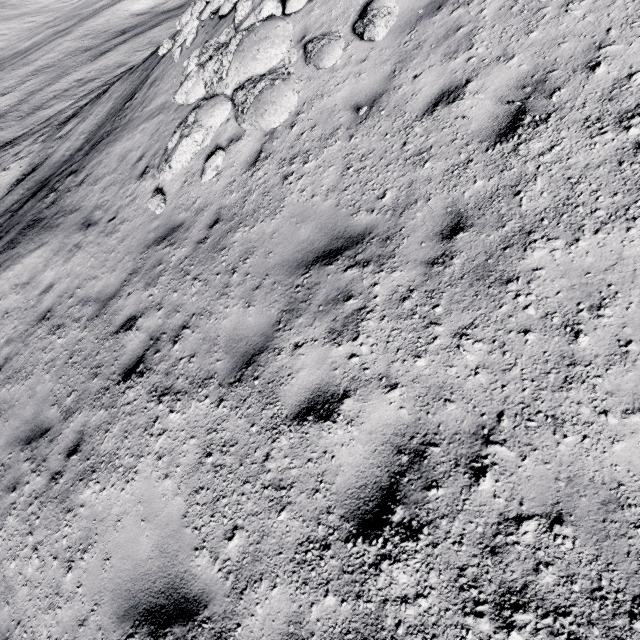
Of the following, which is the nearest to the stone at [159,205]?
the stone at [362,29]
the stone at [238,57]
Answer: the stone at [238,57]

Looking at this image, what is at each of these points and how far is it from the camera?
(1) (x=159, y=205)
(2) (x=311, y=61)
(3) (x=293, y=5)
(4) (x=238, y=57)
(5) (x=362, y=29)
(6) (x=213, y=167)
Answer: (1) stone, 6.9 meters
(2) stone, 5.9 meters
(3) stone, 6.7 meters
(4) stone, 6.9 meters
(5) stone, 5.4 meters
(6) stone, 6.3 meters

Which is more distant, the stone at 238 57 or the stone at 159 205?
the stone at 159 205

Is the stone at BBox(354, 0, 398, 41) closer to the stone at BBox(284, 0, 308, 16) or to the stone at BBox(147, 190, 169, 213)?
the stone at BBox(284, 0, 308, 16)

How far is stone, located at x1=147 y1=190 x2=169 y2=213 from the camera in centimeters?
688cm

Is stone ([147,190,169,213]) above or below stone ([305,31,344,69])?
below

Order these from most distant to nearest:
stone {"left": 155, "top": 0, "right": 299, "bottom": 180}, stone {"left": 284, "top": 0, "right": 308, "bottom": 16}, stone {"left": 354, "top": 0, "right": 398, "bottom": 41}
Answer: stone {"left": 284, "top": 0, "right": 308, "bottom": 16}, stone {"left": 155, "top": 0, "right": 299, "bottom": 180}, stone {"left": 354, "top": 0, "right": 398, "bottom": 41}
